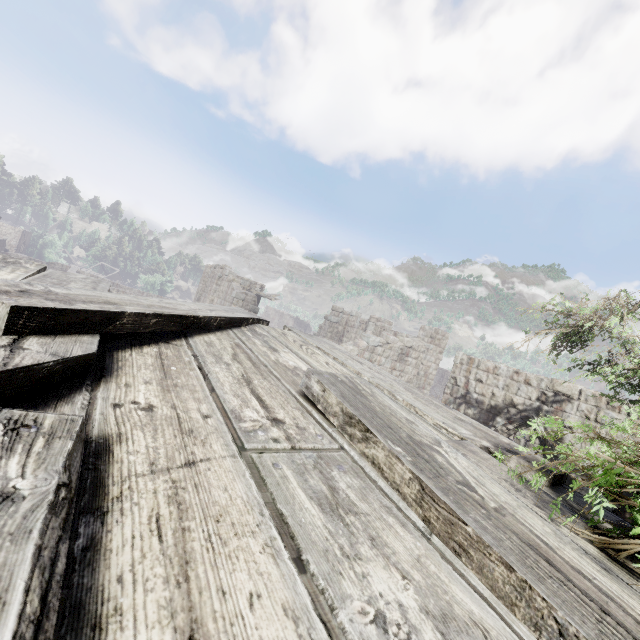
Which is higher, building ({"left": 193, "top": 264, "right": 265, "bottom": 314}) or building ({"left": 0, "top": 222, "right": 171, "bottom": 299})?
building ({"left": 193, "top": 264, "right": 265, "bottom": 314})

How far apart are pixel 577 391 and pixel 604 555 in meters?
9.6 m

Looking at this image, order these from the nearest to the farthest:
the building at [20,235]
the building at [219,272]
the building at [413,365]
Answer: the building at [413,365], the building at [219,272], the building at [20,235]

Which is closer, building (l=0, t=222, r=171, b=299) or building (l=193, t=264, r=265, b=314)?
building (l=193, t=264, r=265, b=314)

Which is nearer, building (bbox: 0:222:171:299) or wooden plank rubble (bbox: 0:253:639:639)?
wooden plank rubble (bbox: 0:253:639:639)

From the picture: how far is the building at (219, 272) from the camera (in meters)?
22.38

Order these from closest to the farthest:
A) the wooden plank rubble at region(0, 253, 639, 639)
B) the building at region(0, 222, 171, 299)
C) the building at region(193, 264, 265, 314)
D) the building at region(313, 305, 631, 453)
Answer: the wooden plank rubble at region(0, 253, 639, 639) → the building at region(313, 305, 631, 453) → the building at region(193, 264, 265, 314) → the building at region(0, 222, 171, 299)
